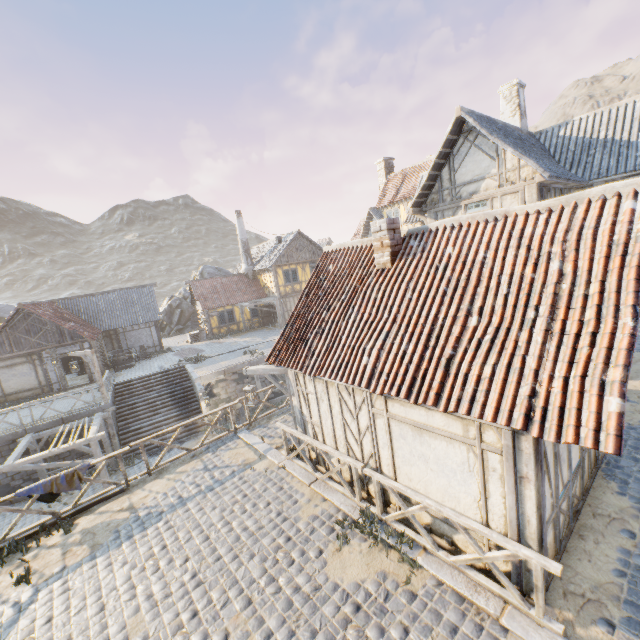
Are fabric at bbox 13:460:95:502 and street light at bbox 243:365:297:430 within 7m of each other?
yes

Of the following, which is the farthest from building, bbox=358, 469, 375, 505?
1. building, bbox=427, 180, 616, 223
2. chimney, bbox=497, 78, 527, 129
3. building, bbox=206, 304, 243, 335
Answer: building, bbox=206, 304, 243, 335

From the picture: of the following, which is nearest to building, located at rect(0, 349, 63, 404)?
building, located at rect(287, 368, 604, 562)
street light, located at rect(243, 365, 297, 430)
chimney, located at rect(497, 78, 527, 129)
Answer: street light, located at rect(243, 365, 297, 430)

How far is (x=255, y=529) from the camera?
7.2 meters

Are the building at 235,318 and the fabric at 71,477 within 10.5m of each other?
no

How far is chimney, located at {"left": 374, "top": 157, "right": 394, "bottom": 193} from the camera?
32.34m

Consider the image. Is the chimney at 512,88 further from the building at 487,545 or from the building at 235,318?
the building at 235,318

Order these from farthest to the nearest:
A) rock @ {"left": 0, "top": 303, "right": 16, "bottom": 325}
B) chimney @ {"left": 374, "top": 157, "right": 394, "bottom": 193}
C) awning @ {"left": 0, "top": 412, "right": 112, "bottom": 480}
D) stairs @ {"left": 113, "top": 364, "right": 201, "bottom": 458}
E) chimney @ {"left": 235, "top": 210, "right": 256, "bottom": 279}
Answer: rock @ {"left": 0, "top": 303, "right": 16, "bottom": 325} → chimney @ {"left": 235, "top": 210, "right": 256, "bottom": 279} → chimney @ {"left": 374, "top": 157, "right": 394, "bottom": 193} → stairs @ {"left": 113, "top": 364, "right": 201, "bottom": 458} → awning @ {"left": 0, "top": 412, "right": 112, "bottom": 480}
